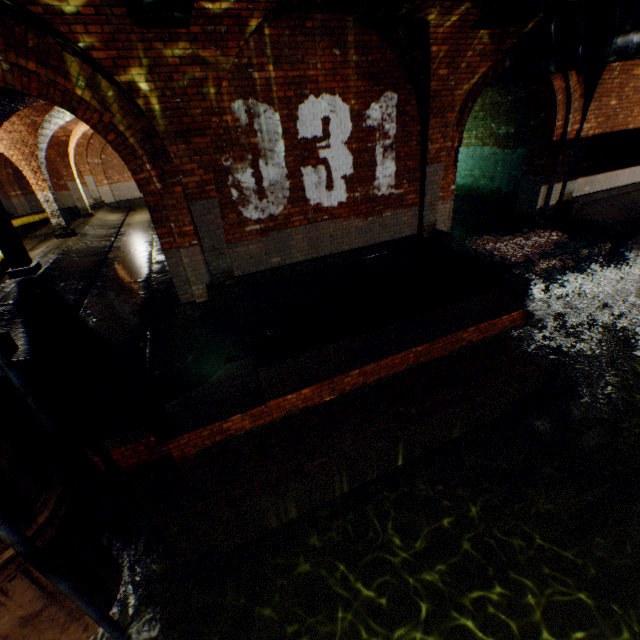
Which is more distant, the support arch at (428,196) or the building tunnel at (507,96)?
the building tunnel at (507,96)

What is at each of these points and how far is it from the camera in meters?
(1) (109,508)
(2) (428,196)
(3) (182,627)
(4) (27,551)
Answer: (1) pipe railing, 3.8
(2) support arch, 7.4
(3) pipe end, 5.3
(4) pipe railing, 2.4

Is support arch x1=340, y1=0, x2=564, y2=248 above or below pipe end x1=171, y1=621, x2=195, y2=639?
above

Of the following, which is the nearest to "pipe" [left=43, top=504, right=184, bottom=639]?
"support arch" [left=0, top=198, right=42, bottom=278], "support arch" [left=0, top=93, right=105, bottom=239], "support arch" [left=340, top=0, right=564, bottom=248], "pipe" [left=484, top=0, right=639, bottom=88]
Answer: "support arch" [left=340, top=0, right=564, bottom=248]

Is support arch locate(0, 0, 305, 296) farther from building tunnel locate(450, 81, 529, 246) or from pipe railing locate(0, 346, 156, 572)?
pipe railing locate(0, 346, 156, 572)

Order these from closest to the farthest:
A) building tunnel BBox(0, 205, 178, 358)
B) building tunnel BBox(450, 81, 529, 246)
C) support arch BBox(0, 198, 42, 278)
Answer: building tunnel BBox(0, 205, 178, 358), support arch BBox(0, 198, 42, 278), building tunnel BBox(450, 81, 529, 246)

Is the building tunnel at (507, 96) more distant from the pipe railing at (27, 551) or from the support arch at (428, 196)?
the pipe railing at (27, 551)

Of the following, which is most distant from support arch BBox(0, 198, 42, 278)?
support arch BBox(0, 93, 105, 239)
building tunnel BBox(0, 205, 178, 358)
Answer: support arch BBox(0, 93, 105, 239)
